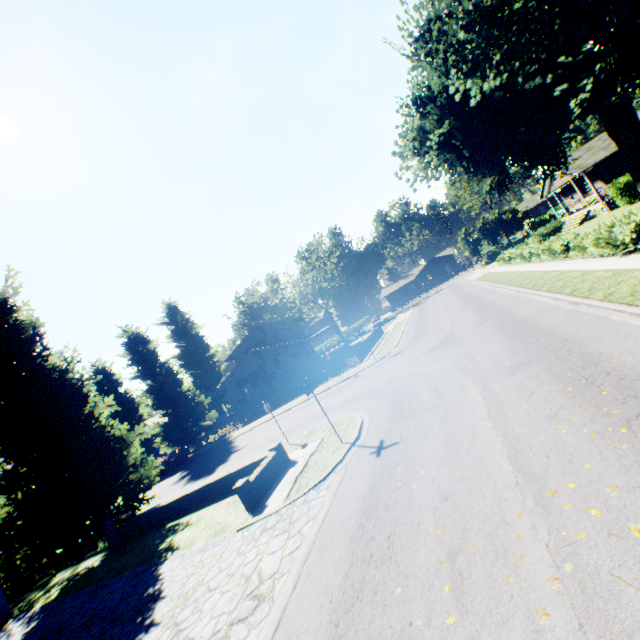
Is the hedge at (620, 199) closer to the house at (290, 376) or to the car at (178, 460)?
the car at (178, 460)

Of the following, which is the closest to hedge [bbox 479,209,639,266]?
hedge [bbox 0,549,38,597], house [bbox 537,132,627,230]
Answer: hedge [bbox 0,549,38,597]

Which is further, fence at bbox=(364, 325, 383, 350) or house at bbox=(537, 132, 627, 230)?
fence at bbox=(364, 325, 383, 350)

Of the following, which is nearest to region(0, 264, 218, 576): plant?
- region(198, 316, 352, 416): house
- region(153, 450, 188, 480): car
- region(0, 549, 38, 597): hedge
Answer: region(198, 316, 352, 416): house

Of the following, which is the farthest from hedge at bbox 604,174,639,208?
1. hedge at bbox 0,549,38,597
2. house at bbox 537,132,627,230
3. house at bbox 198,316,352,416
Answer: house at bbox 198,316,352,416

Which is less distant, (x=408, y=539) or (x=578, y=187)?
(x=408, y=539)

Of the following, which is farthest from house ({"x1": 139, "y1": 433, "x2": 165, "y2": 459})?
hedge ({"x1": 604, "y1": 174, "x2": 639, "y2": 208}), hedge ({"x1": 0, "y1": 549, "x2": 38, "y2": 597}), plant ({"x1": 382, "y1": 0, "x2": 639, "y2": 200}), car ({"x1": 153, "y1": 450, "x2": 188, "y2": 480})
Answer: hedge ({"x1": 604, "y1": 174, "x2": 639, "y2": 208})

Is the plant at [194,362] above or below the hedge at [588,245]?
above
